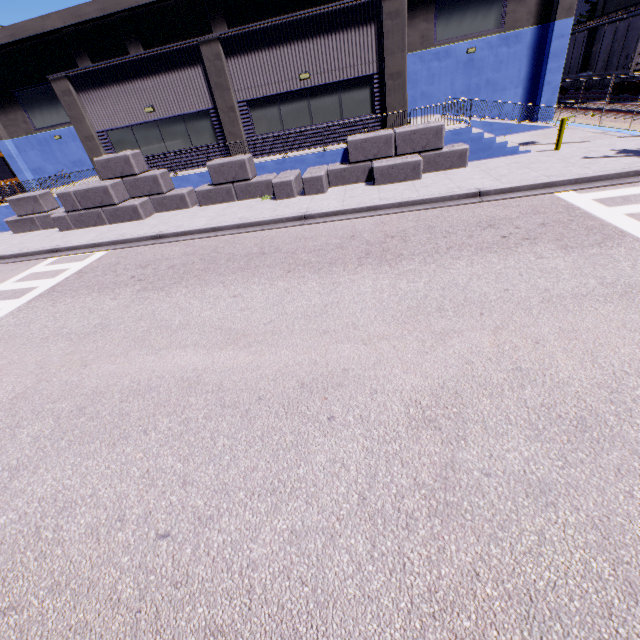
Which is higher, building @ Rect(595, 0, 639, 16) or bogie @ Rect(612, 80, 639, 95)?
building @ Rect(595, 0, 639, 16)

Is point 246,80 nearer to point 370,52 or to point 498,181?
point 370,52

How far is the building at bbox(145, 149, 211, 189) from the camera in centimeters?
1608cm

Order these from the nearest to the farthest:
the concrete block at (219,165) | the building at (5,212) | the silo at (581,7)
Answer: the concrete block at (219,165)
the building at (5,212)
the silo at (581,7)

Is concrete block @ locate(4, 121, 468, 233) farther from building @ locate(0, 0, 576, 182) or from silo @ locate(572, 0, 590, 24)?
silo @ locate(572, 0, 590, 24)

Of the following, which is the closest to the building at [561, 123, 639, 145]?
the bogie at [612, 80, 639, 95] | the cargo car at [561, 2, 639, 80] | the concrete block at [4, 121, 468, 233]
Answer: the concrete block at [4, 121, 468, 233]

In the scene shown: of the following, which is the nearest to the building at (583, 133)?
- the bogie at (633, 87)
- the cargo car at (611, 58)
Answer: the cargo car at (611, 58)

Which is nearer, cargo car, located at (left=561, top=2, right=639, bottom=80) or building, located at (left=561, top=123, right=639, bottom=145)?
building, located at (left=561, top=123, right=639, bottom=145)
